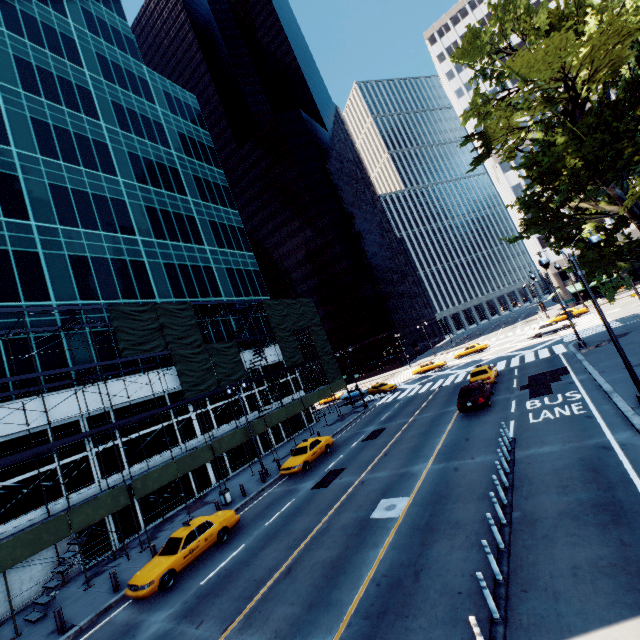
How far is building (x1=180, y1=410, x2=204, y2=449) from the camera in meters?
27.4 m

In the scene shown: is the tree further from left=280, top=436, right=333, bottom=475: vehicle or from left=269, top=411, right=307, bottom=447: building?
left=269, top=411, right=307, bottom=447: building

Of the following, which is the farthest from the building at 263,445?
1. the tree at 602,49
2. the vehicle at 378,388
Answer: the tree at 602,49

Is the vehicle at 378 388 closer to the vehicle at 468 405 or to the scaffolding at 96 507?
the scaffolding at 96 507

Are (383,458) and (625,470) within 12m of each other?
yes

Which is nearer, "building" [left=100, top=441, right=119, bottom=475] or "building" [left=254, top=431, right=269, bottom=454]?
"building" [left=100, top=441, right=119, bottom=475]

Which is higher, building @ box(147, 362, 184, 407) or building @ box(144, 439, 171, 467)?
building @ box(147, 362, 184, 407)

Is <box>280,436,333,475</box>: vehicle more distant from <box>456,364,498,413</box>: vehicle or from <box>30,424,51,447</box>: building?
<box>456,364,498,413</box>: vehicle
